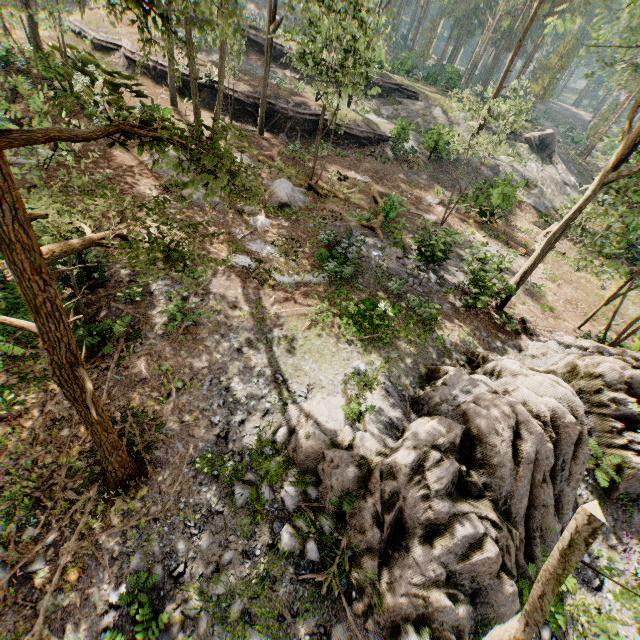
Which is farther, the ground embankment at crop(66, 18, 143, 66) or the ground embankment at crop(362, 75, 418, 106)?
the ground embankment at crop(362, 75, 418, 106)

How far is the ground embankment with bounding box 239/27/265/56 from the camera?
32.22m

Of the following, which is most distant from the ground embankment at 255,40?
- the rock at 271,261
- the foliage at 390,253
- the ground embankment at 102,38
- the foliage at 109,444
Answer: the rock at 271,261

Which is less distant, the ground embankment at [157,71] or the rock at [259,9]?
the ground embankment at [157,71]

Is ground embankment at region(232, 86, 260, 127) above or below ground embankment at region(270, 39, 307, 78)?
below

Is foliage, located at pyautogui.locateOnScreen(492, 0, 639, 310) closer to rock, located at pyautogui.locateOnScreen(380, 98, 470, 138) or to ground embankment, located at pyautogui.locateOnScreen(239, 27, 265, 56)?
rock, located at pyautogui.locateOnScreen(380, 98, 470, 138)

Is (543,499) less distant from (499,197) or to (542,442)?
(542,442)

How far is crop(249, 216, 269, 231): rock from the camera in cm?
1451
